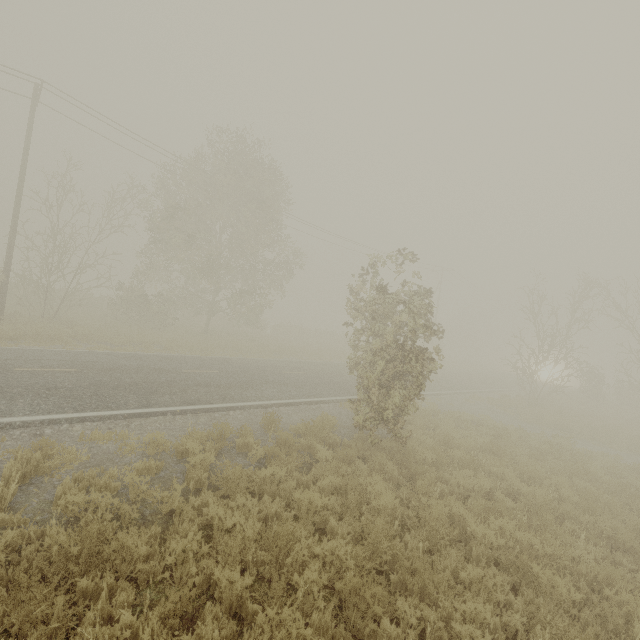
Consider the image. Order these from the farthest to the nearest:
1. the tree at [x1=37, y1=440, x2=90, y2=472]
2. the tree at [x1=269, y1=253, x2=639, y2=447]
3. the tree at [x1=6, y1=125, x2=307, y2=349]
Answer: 1. the tree at [x1=6, y1=125, x2=307, y2=349]
2. the tree at [x1=269, y1=253, x2=639, y2=447]
3. the tree at [x1=37, y1=440, x2=90, y2=472]

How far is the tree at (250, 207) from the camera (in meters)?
18.20

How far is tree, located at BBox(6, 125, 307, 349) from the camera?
18.2m

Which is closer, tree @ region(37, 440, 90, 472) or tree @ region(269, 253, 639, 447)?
tree @ region(37, 440, 90, 472)

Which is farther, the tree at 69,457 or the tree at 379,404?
the tree at 379,404

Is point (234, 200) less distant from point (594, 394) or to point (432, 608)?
point (432, 608)

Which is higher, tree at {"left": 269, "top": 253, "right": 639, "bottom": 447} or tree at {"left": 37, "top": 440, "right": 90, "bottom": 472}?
tree at {"left": 269, "top": 253, "right": 639, "bottom": 447}
